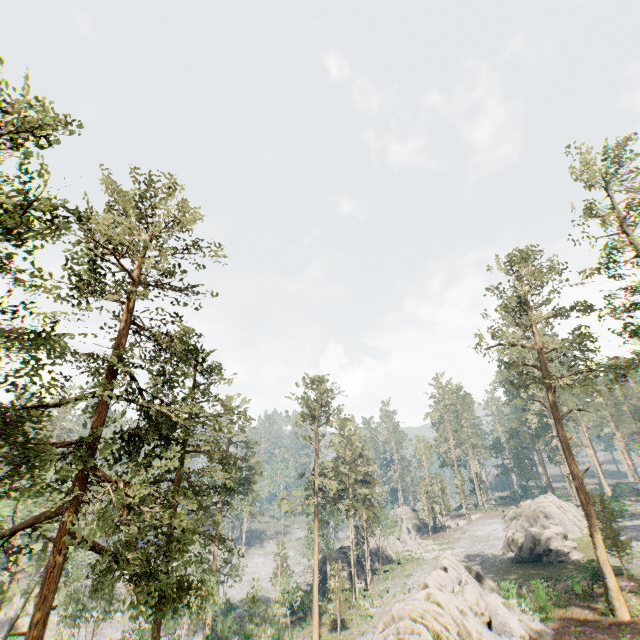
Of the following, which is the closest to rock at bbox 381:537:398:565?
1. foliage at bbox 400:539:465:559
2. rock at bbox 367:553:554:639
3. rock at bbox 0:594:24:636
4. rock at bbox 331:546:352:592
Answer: foliage at bbox 400:539:465:559

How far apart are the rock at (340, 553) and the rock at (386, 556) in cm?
554

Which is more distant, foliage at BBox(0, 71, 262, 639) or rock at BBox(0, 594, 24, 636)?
rock at BBox(0, 594, 24, 636)

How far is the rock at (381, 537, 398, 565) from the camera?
55.0m

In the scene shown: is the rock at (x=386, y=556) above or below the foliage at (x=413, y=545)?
below

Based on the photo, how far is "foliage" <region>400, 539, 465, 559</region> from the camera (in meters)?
48.53

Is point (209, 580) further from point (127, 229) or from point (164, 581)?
point (127, 229)

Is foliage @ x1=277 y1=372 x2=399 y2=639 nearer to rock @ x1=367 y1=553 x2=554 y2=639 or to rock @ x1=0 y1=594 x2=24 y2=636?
rock @ x1=0 y1=594 x2=24 y2=636
